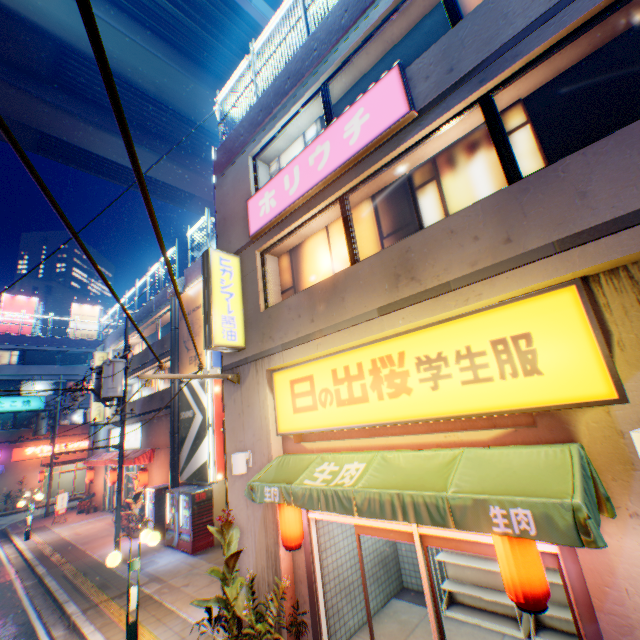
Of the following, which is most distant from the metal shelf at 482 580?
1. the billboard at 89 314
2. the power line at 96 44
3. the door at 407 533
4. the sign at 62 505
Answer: the billboard at 89 314

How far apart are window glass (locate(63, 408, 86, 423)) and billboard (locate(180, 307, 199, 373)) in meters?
26.5

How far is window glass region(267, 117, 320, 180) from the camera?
Result: 8.1m

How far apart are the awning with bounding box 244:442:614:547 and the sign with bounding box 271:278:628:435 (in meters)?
0.34

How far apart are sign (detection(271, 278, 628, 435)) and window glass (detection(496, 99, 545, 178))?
1.44m

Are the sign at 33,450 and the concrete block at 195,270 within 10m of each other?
no

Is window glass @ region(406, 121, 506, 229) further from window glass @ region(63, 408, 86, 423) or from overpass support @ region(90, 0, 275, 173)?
window glass @ region(63, 408, 86, 423)

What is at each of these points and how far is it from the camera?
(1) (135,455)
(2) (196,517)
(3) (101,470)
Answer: (1) awning, 17.4 meters
(2) vending machine, 12.2 meters
(3) building, 23.3 meters
